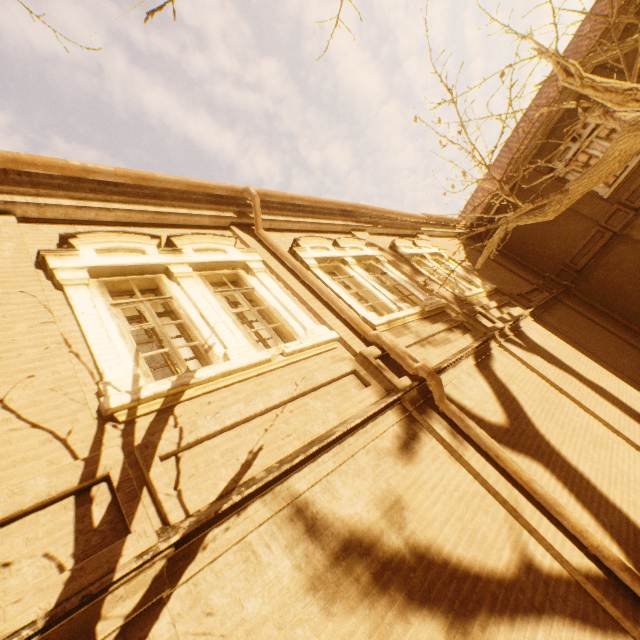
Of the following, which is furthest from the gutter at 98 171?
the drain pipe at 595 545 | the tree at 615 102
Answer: the tree at 615 102

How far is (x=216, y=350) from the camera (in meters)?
3.90

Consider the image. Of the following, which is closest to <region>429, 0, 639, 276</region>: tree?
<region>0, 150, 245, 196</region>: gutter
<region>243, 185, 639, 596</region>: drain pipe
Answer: <region>0, 150, 245, 196</region>: gutter

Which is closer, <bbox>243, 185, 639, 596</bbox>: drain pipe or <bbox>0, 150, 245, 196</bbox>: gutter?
<bbox>243, 185, 639, 596</bbox>: drain pipe

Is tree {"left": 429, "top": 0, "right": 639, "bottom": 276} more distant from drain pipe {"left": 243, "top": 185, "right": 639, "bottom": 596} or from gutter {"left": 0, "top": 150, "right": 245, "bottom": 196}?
drain pipe {"left": 243, "top": 185, "right": 639, "bottom": 596}

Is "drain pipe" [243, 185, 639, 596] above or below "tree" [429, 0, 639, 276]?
below
